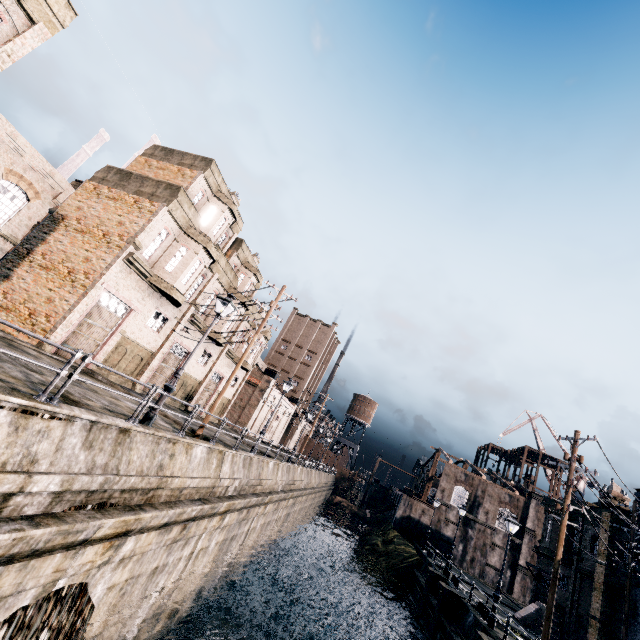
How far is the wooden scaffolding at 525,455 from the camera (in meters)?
56.78

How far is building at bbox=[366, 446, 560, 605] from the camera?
39.07m

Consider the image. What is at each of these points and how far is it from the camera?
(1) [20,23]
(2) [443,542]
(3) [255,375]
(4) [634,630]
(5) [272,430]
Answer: (1) building, 11.9 meters
(2) building, 42.9 meters
(3) building, 51.4 meters
(4) column, 18.6 meters
(5) building, 59.5 meters

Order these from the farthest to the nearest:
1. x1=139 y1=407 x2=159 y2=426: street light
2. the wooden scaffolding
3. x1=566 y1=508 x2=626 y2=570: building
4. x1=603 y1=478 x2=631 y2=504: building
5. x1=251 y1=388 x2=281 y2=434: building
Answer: the wooden scaffolding, x1=251 y1=388 x2=281 y2=434: building, x1=603 y1=478 x2=631 y2=504: building, x1=566 y1=508 x2=626 y2=570: building, x1=139 y1=407 x2=159 y2=426: street light

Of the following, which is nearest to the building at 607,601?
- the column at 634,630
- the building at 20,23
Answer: the column at 634,630

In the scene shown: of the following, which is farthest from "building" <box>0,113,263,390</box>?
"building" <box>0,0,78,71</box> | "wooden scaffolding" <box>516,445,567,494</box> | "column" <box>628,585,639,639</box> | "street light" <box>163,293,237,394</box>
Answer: "wooden scaffolding" <box>516,445,567,494</box>

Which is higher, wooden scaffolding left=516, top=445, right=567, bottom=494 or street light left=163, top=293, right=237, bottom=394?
wooden scaffolding left=516, top=445, right=567, bottom=494

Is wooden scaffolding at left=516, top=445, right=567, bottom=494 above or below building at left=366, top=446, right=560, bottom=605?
above
